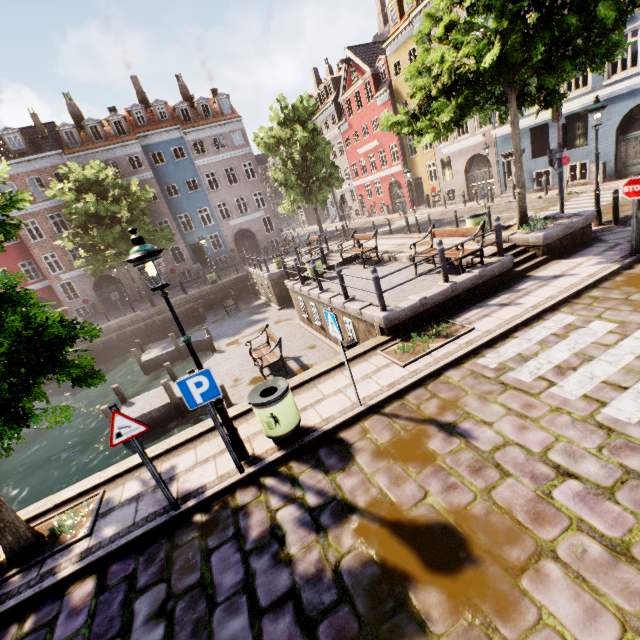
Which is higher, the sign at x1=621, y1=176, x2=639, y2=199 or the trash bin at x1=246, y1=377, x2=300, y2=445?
the sign at x1=621, y1=176, x2=639, y2=199

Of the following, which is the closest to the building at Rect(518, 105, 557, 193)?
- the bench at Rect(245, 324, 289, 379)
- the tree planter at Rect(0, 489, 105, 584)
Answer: the bench at Rect(245, 324, 289, 379)

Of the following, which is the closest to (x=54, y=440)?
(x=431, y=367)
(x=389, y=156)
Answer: (x=431, y=367)

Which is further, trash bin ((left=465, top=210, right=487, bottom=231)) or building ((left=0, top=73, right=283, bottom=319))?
building ((left=0, top=73, right=283, bottom=319))

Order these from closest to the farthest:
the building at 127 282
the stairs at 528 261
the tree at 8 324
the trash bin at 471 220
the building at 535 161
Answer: the tree at 8 324 < the stairs at 528 261 < the trash bin at 471 220 < the building at 535 161 < the building at 127 282

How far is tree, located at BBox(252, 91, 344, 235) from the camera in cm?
2253

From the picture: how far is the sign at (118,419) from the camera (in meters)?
4.25

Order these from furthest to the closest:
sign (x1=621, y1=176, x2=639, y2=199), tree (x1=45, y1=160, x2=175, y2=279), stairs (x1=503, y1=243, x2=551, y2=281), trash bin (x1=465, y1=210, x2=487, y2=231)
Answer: tree (x1=45, y1=160, x2=175, y2=279) < trash bin (x1=465, y1=210, x2=487, y2=231) < stairs (x1=503, y1=243, x2=551, y2=281) < sign (x1=621, y1=176, x2=639, y2=199)
